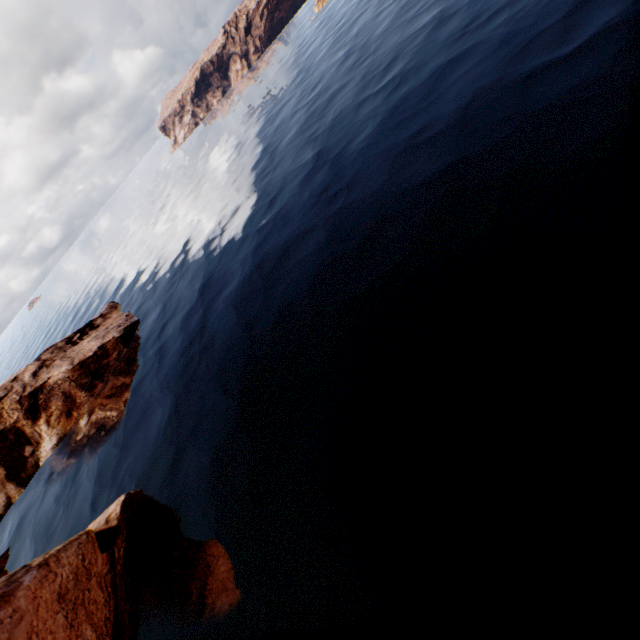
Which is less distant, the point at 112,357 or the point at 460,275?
the point at 460,275

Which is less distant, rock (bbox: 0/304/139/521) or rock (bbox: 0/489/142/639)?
rock (bbox: 0/489/142/639)

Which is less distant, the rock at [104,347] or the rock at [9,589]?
the rock at [9,589]
